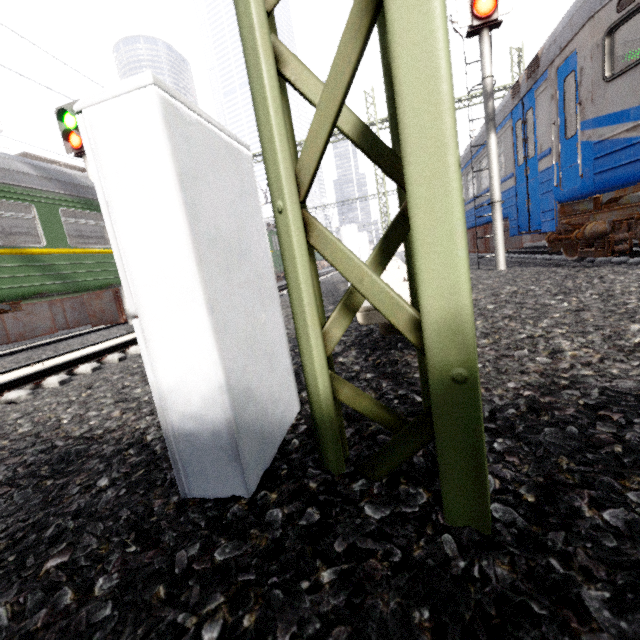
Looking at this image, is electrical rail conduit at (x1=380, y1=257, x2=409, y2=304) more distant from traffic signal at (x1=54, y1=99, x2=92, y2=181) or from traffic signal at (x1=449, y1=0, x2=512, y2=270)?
traffic signal at (x1=54, y1=99, x2=92, y2=181)

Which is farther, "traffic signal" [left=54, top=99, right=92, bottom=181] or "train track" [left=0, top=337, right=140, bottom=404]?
"traffic signal" [left=54, top=99, right=92, bottom=181]

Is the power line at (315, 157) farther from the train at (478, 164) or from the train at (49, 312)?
the train at (478, 164)

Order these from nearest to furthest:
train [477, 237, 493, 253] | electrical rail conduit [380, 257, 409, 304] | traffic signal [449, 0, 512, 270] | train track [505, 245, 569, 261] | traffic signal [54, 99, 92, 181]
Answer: electrical rail conduit [380, 257, 409, 304] < traffic signal [449, 0, 512, 270] < traffic signal [54, 99, 92, 181] < train track [505, 245, 569, 261] < train [477, 237, 493, 253]

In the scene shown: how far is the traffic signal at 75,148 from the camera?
8.2 meters

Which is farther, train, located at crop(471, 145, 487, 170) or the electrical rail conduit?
train, located at crop(471, 145, 487, 170)

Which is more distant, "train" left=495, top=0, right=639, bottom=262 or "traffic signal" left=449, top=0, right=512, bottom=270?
"traffic signal" left=449, top=0, right=512, bottom=270

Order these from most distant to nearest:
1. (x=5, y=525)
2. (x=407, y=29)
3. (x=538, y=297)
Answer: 1. (x=538, y=297)
2. (x=5, y=525)
3. (x=407, y=29)
